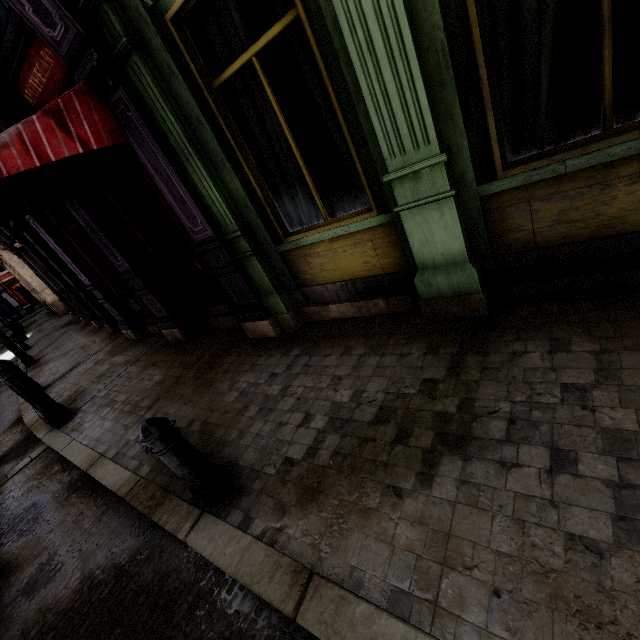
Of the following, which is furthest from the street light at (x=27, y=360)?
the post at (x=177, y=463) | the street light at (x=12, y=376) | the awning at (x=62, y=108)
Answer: the post at (x=177, y=463)

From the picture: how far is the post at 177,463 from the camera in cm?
242

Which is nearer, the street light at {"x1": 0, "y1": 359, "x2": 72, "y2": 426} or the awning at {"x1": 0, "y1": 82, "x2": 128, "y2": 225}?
the awning at {"x1": 0, "y1": 82, "x2": 128, "y2": 225}

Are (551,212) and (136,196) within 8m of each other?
yes

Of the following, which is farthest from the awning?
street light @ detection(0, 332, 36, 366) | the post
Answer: street light @ detection(0, 332, 36, 366)

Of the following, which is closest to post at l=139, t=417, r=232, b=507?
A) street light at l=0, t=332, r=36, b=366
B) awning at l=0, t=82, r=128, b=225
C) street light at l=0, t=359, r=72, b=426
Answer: awning at l=0, t=82, r=128, b=225

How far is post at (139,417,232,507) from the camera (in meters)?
2.42

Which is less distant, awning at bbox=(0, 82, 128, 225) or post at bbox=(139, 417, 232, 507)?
post at bbox=(139, 417, 232, 507)
